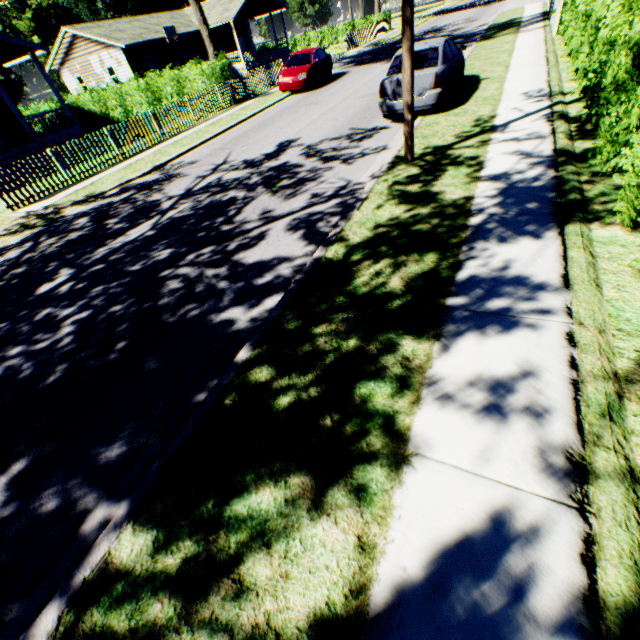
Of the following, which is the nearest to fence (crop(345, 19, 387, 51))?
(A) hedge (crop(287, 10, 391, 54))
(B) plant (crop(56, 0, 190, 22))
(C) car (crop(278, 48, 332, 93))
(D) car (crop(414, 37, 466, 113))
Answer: (A) hedge (crop(287, 10, 391, 54))

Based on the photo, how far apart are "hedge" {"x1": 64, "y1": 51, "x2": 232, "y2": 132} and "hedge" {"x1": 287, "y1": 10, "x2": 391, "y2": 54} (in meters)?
30.58

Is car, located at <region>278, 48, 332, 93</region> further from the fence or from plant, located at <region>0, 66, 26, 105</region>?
the fence

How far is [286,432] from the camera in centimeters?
292cm

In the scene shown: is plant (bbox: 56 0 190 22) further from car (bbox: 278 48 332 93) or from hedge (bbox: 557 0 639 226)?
car (bbox: 278 48 332 93)

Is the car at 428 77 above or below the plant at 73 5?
below

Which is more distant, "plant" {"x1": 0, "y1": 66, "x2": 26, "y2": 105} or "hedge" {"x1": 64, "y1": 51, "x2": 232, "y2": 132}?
"plant" {"x1": 0, "y1": 66, "x2": 26, "y2": 105}

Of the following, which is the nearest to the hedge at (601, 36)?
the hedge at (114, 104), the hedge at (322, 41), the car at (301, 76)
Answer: the car at (301, 76)
